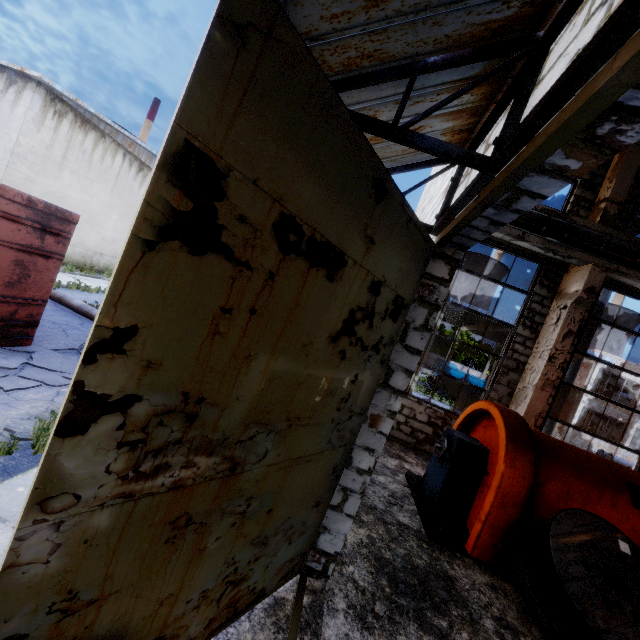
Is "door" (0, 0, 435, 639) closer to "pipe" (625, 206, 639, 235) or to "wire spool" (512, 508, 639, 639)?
"wire spool" (512, 508, 639, 639)

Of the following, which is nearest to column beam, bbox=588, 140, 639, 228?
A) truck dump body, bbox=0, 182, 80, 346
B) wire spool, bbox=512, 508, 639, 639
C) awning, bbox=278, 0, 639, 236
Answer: awning, bbox=278, 0, 639, 236

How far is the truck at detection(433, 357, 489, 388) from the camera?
29.2m

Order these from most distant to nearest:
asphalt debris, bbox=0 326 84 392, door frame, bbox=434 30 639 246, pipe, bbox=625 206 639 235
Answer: pipe, bbox=625 206 639 235 < asphalt debris, bbox=0 326 84 392 < door frame, bbox=434 30 639 246

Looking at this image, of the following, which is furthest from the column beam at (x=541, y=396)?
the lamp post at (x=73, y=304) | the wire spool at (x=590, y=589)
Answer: the lamp post at (x=73, y=304)

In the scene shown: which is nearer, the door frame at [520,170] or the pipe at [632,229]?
the door frame at [520,170]

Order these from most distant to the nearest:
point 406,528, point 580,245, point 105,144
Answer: point 105,144 → point 580,245 → point 406,528
